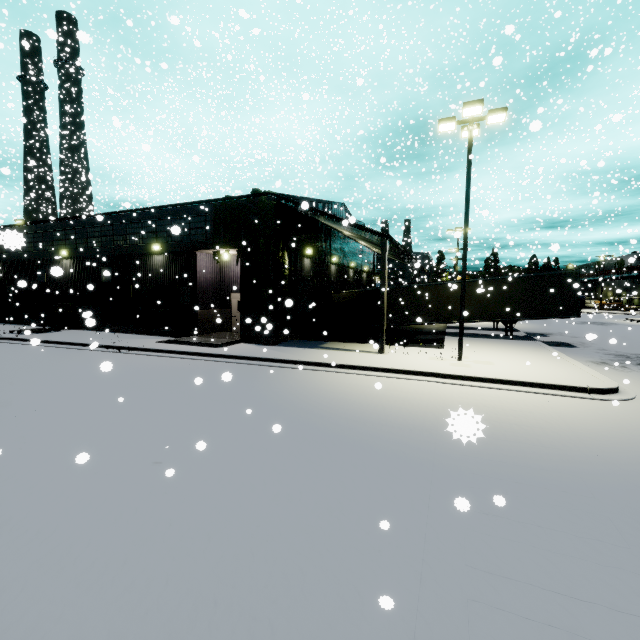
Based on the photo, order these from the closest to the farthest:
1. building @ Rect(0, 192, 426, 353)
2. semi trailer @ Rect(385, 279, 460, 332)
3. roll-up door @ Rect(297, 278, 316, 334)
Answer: building @ Rect(0, 192, 426, 353)
roll-up door @ Rect(297, 278, 316, 334)
semi trailer @ Rect(385, 279, 460, 332)

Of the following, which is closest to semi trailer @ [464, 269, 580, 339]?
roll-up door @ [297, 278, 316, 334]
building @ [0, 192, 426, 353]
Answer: building @ [0, 192, 426, 353]

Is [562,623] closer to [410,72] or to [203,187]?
[203,187]

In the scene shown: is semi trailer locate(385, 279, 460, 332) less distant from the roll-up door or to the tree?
the tree

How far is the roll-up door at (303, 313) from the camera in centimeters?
2039cm

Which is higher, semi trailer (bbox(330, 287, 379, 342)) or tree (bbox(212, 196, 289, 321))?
tree (bbox(212, 196, 289, 321))

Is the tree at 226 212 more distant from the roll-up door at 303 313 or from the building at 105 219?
the roll-up door at 303 313

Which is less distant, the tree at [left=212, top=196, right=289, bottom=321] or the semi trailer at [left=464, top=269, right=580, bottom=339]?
the tree at [left=212, top=196, right=289, bottom=321]
